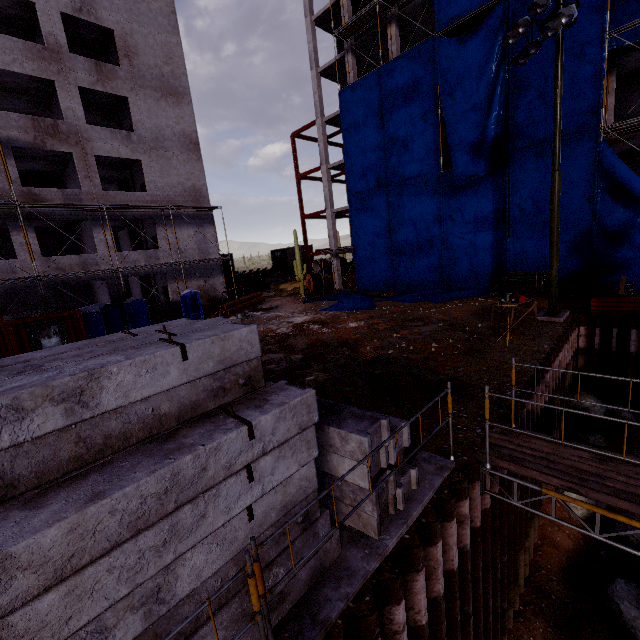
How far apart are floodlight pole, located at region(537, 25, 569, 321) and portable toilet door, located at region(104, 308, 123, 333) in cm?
2154

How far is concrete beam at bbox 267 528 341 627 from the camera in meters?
3.3

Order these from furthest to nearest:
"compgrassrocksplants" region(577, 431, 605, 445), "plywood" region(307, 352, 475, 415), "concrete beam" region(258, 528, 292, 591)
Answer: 1. "compgrassrocksplants" region(577, 431, 605, 445)
2. "plywood" region(307, 352, 475, 415)
3. "concrete beam" region(258, 528, 292, 591)

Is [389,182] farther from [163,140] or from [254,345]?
[254,345]

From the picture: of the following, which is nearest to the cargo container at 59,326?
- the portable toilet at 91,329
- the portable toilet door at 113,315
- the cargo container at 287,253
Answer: the portable toilet at 91,329

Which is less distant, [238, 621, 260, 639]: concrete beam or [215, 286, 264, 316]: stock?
[238, 621, 260, 639]: concrete beam

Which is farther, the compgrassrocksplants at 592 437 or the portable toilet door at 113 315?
the portable toilet door at 113 315
